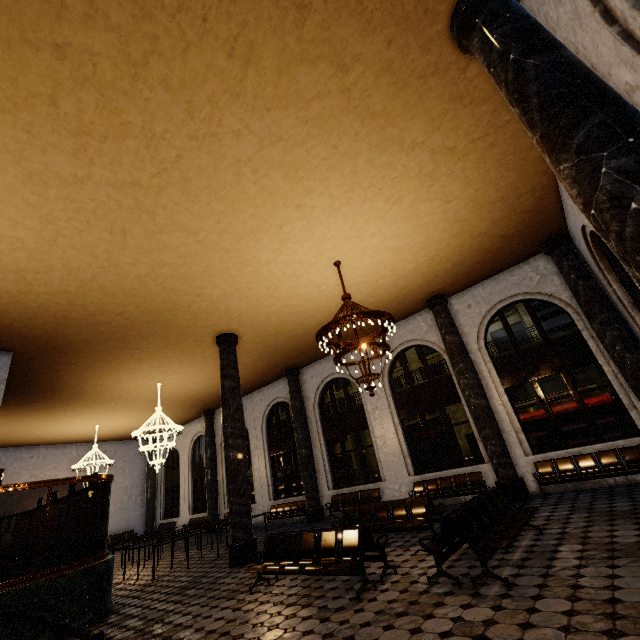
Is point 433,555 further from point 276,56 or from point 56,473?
point 56,473
